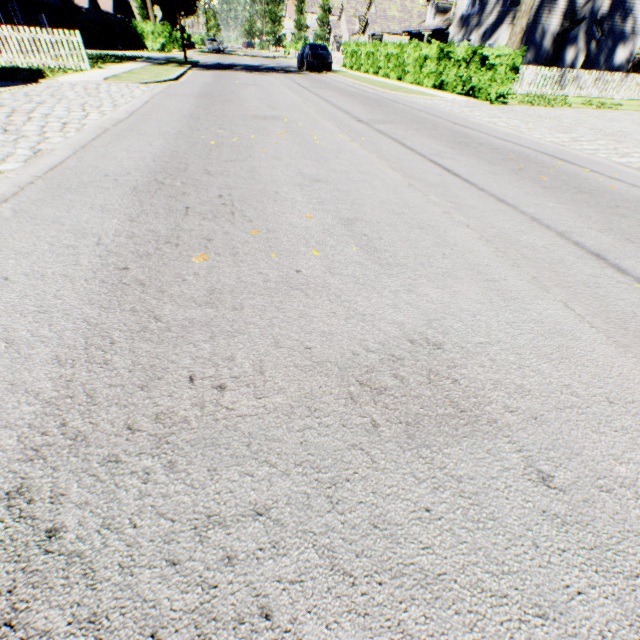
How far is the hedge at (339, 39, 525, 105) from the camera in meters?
12.5

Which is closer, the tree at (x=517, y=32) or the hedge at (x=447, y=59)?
the hedge at (x=447, y=59)

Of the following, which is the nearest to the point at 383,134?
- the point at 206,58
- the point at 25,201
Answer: the point at 25,201

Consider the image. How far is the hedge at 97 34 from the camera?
32.41m

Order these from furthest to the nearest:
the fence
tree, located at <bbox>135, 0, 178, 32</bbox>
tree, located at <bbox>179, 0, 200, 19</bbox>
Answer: tree, located at <bbox>179, 0, 200, 19</bbox> → tree, located at <bbox>135, 0, 178, 32</bbox> → the fence

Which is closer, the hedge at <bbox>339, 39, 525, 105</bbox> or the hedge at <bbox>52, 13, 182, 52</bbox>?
the hedge at <bbox>339, 39, 525, 105</bbox>

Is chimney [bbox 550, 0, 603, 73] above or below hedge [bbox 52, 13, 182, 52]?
above

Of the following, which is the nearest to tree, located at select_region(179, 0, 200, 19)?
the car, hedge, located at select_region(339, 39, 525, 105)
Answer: hedge, located at select_region(339, 39, 525, 105)
